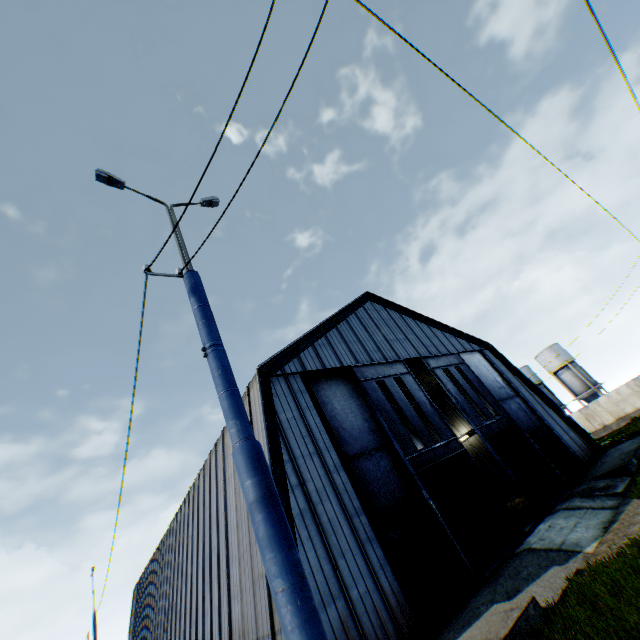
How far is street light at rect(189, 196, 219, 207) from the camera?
6.3 meters

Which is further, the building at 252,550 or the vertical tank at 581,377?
the vertical tank at 581,377

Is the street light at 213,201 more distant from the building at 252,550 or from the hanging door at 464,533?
the hanging door at 464,533

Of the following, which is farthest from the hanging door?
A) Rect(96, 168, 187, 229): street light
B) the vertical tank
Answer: the vertical tank

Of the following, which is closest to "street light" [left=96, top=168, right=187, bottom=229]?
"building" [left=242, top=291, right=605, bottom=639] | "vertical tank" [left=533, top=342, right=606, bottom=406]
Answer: "building" [left=242, top=291, right=605, bottom=639]

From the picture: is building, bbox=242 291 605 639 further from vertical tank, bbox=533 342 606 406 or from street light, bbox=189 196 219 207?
vertical tank, bbox=533 342 606 406

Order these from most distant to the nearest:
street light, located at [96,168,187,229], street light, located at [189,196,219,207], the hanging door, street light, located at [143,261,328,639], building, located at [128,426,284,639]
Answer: the hanging door < building, located at [128,426,284,639] < street light, located at [189,196,219,207] < street light, located at [96,168,187,229] < street light, located at [143,261,328,639]

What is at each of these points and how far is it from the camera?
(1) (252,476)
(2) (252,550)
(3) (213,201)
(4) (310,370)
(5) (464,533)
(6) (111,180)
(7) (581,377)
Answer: (1) street light, 2.99m
(2) building, 11.94m
(3) street light, 6.52m
(4) building, 16.41m
(5) hanging door, 13.71m
(6) street light, 5.48m
(7) vertical tank, 45.88m
